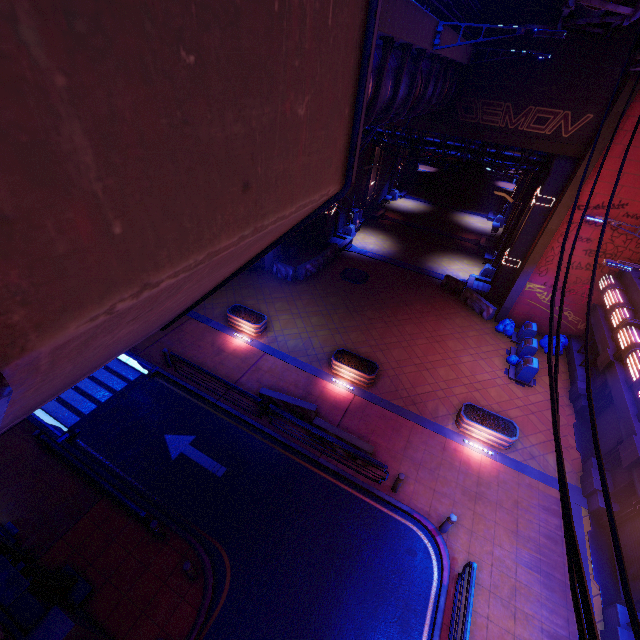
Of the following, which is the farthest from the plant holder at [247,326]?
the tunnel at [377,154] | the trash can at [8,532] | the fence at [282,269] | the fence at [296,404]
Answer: the tunnel at [377,154]

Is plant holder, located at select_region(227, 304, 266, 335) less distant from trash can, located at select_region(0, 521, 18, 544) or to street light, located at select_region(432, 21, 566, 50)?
trash can, located at select_region(0, 521, 18, 544)

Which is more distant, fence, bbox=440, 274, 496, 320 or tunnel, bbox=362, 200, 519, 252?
tunnel, bbox=362, 200, 519, 252

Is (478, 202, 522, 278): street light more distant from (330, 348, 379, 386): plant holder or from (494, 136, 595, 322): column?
(330, 348, 379, 386): plant holder

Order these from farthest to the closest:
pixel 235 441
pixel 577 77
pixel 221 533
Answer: pixel 577 77 → pixel 235 441 → pixel 221 533

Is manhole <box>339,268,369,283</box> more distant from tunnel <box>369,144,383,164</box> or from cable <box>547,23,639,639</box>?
cable <box>547,23,639,639</box>

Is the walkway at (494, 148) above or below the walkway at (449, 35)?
below

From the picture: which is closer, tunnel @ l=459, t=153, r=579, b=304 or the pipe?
the pipe
